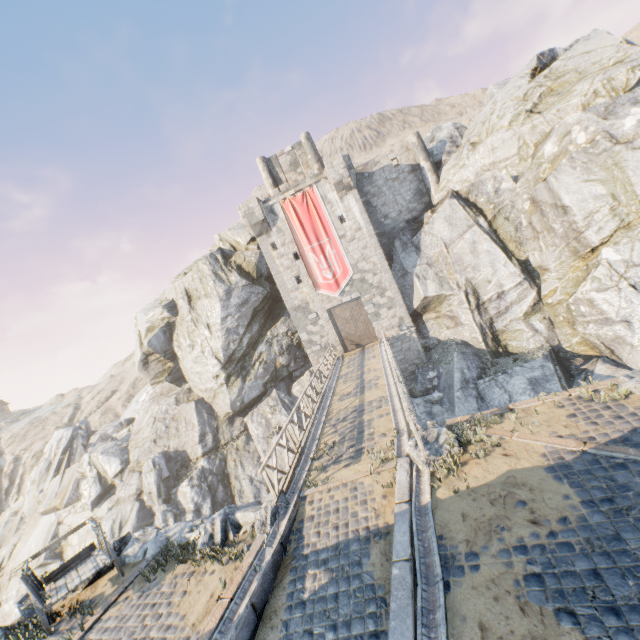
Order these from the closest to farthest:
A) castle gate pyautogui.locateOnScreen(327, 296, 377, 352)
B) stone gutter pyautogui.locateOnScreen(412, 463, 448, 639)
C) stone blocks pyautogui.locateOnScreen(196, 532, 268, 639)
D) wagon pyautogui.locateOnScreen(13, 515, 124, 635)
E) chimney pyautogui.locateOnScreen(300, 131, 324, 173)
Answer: stone gutter pyautogui.locateOnScreen(412, 463, 448, 639)
stone blocks pyautogui.locateOnScreen(196, 532, 268, 639)
wagon pyautogui.locateOnScreen(13, 515, 124, 635)
castle gate pyautogui.locateOnScreen(327, 296, 377, 352)
chimney pyautogui.locateOnScreen(300, 131, 324, 173)

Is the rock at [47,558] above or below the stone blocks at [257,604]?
below

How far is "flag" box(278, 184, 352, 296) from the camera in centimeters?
2570cm

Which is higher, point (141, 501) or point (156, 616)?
point (156, 616)

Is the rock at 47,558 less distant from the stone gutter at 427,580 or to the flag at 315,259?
the stone gutter at 427,580

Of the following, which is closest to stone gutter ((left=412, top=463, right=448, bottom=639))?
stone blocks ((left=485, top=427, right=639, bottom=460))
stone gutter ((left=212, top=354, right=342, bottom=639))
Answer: stone blocks ((left=485, top=427, right=639, bottom=460))

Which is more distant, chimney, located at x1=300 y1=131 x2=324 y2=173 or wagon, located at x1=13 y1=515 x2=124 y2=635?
chimney, located at x1=300 y1=131 x2=324 y2=173

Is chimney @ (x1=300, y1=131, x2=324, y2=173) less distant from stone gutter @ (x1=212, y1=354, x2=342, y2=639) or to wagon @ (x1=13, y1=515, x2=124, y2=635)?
stone gutter @ (x1=212, y1=354, x2=342, y2=639)
